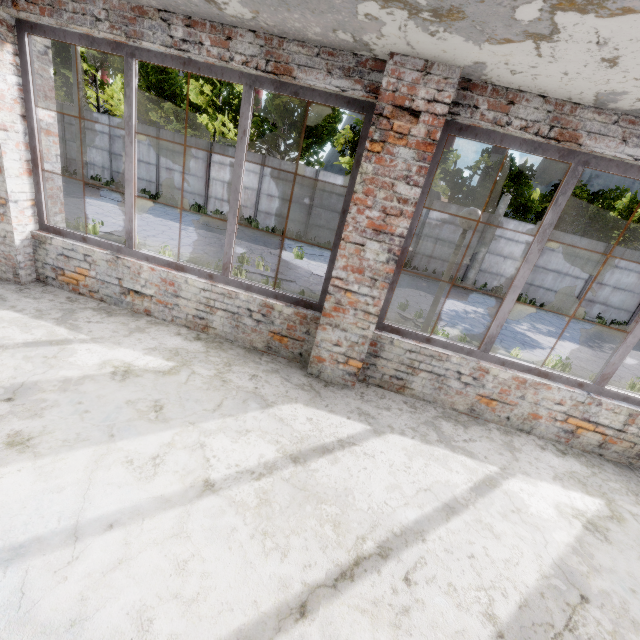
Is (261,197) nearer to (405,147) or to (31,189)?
(31,189)

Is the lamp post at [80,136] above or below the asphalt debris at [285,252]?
above

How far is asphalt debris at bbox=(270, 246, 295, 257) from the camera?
13.7m

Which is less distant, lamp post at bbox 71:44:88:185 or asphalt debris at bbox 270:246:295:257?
asphalt debris at bbox 270:246:295:257

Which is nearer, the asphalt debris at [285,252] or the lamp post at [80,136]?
the asphalt debris at [285,252]

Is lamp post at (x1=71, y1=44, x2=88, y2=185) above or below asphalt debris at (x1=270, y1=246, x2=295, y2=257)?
above

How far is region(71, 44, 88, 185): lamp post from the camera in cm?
1540
